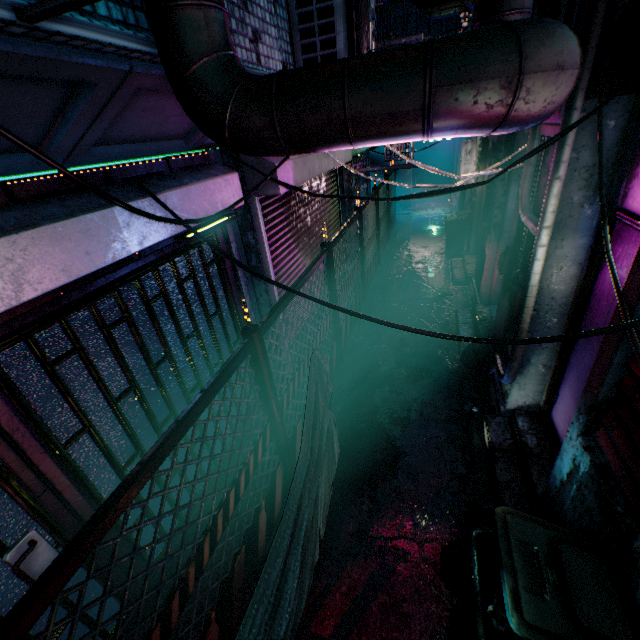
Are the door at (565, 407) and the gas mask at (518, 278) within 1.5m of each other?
yes

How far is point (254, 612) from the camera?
1.3 meters

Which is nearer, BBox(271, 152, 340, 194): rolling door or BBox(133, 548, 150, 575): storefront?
BBox(133, 548, 150, 575): storefront

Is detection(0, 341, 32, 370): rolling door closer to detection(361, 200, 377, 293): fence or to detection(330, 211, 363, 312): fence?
detection(330, 211, 363, 312): fence

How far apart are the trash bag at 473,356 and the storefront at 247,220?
2.5 meters

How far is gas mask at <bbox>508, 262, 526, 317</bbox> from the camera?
3.0m

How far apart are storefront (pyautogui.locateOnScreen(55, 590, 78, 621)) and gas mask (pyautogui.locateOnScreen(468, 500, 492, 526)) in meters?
2.2 m

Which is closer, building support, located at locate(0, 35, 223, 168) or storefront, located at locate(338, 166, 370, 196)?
building support, located at locate(0, 35, 223, 168)
